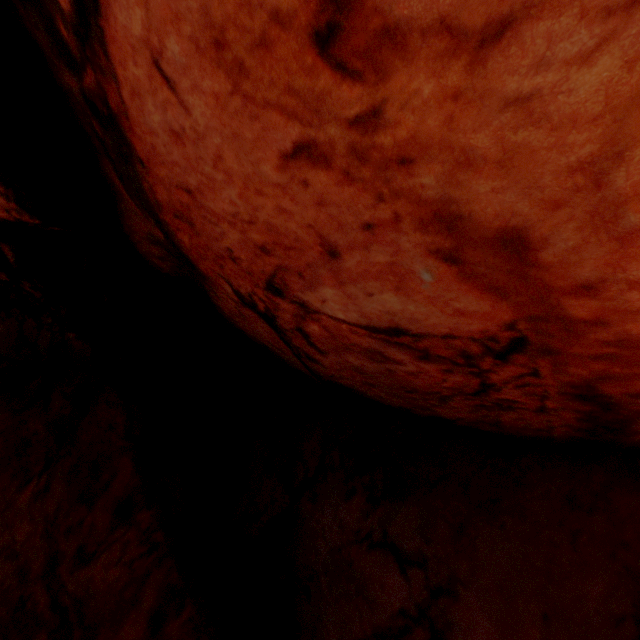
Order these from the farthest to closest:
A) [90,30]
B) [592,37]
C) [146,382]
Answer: [146,382]
[90,30]
[592,37]
